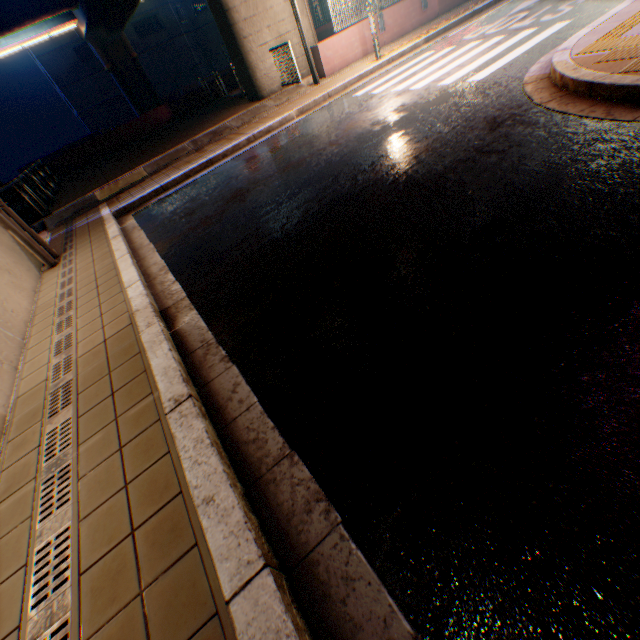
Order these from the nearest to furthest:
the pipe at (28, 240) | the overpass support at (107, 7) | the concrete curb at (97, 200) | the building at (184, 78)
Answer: the pipe at (28, 240), the concrete curb at (97, 200), the overpass support at (107, 7), the building at (184, 78)

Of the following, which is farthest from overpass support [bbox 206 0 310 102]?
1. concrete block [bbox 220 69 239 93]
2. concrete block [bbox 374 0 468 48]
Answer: concrete block [bbox 374 0 468 48]

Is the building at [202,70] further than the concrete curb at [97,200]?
Yes

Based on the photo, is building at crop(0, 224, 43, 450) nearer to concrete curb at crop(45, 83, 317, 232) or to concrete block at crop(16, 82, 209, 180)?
concrete curb at crop(45, 83, 317, 232)

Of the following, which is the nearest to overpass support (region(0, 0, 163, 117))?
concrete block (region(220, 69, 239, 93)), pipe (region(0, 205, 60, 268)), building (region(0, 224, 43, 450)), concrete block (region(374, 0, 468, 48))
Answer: concrete block (region(220, 69, 239, 93))

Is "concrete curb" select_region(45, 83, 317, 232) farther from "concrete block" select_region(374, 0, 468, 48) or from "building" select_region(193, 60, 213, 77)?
"building" select_region(193, 60, 213, 77)

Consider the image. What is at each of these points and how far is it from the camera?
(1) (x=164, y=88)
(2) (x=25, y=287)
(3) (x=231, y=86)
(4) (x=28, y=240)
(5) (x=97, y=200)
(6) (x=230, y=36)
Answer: (1) building, 42.8 meters
(2) building, 5.4 meters
(3) concrete block, 19.3 meters
(4) pipe, 6.0 meters
(5) concrete curb, 9.6 meters
(6) overpass support, 11.3 meters
